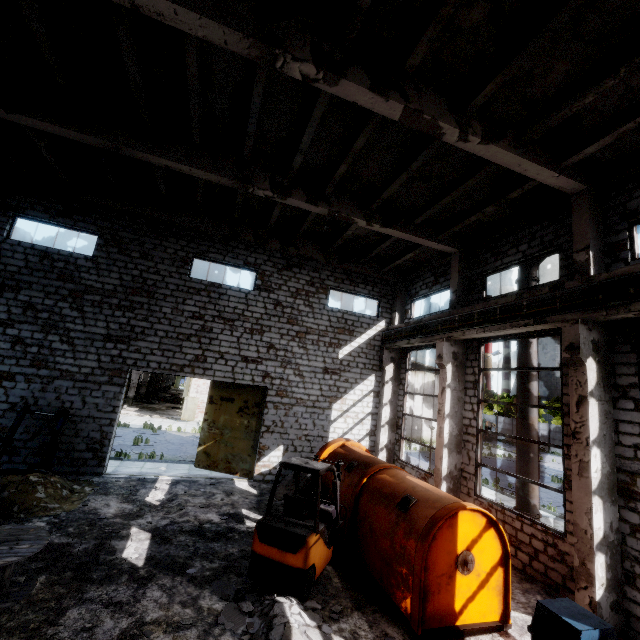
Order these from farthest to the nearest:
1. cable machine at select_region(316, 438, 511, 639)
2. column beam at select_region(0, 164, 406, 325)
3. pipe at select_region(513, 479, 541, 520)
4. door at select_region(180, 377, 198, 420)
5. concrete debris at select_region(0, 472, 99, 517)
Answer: door at select_region(180, 377, 198, 420) < column beam at select_region(0, 164, 406, 325) < pipe at select_region(513, 479, 541, 520) < concrete debris at select_region(0, 472, 99, 517) < cable machine at select_region(316, 438, 511, 639)

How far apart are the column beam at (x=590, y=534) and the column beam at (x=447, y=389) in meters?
4.1 m

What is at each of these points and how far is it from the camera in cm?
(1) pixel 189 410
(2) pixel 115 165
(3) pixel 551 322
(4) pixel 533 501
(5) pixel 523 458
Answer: (1) door, 2877
(2) ceiling lamp, 941
(3) beam, 808
(4) pipe, 979
(5) pipe, 1015

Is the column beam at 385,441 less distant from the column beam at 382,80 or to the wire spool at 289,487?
the wire spool at 289,487

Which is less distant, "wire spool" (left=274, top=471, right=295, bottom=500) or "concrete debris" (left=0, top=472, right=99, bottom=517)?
"concrete debris" (left=0, top=472, right=99, bottom=517)

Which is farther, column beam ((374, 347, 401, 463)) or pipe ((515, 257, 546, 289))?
column beam ((374, 347, 401, 463))

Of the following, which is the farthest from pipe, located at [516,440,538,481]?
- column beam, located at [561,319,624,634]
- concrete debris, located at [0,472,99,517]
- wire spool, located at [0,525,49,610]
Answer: concrete debris, located at [0,472,99,517]

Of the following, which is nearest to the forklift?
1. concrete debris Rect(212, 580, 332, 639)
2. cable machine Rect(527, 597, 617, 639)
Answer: concrete debris Rect(212, 580, 332, 639)
